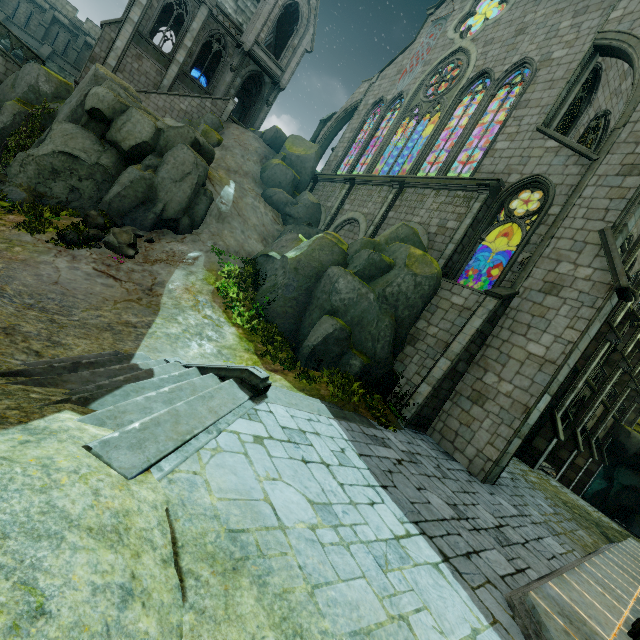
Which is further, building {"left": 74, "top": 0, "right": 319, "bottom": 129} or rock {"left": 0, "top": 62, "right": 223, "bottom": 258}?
building {"left": 74, "top": 0, "right": 319, "bottom": 129}

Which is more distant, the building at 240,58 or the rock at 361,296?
the building at 240,58

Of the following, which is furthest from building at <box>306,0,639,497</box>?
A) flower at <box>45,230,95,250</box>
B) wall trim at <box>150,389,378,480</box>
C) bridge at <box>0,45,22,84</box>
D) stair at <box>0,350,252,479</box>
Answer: flower at <box>45,230,95,250</box>

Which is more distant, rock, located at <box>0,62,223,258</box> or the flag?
the flag

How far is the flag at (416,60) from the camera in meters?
22.4

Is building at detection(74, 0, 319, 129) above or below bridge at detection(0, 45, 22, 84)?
above

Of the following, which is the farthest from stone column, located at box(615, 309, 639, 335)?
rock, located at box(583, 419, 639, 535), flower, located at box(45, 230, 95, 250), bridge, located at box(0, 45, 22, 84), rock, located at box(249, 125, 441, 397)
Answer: bridge, located at box(0, 45, 22, 84)

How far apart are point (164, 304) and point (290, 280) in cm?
524
